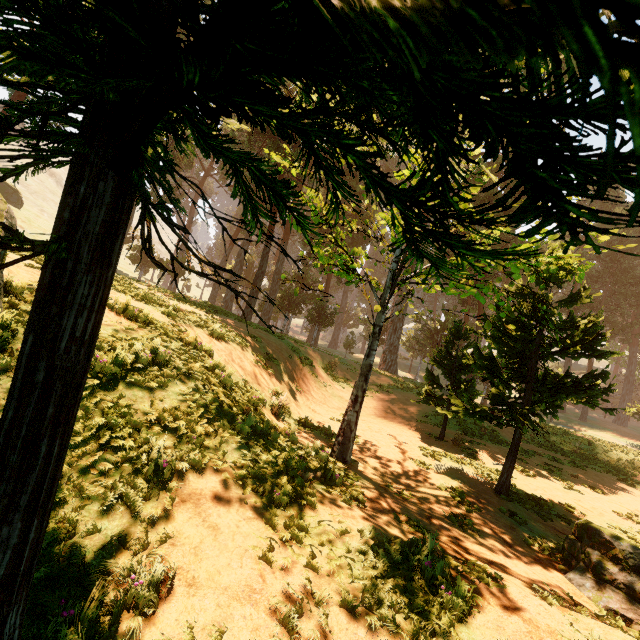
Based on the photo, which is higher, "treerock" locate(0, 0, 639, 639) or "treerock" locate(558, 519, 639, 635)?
"treerock" locate(0, 0, 639, 639)

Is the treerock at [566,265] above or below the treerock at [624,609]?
above

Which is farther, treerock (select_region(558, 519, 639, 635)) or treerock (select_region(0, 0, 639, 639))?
treerock (select_region(558, 519, 639, 635))

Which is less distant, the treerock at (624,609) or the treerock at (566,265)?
the treerock at (566,265)

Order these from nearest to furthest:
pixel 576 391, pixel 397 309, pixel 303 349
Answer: pixel 576 391, pixel 303 349, pixel 397 309
